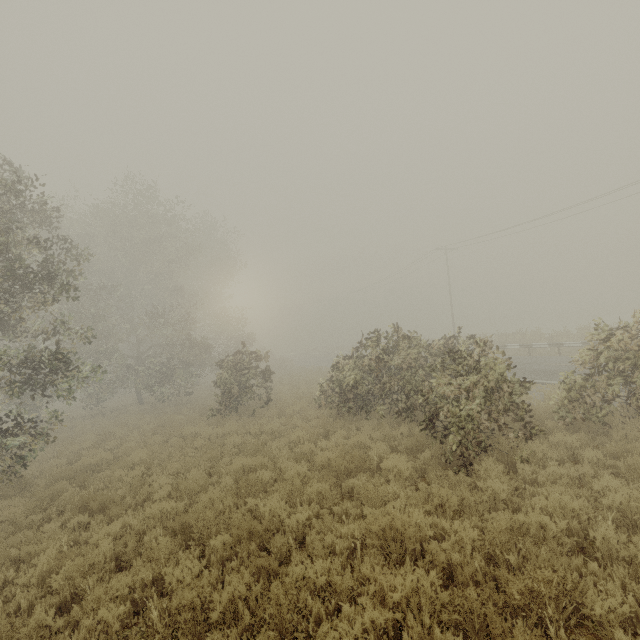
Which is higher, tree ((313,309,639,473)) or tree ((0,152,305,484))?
tree ((0,152,305,484))

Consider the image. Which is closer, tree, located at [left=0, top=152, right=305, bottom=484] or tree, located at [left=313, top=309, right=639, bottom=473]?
tree, located at [left=313, top=309, right=639, bottom=473]

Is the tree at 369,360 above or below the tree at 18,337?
below

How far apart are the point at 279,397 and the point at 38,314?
15.0 meters

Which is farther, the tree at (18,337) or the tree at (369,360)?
the tree at (18,337)
